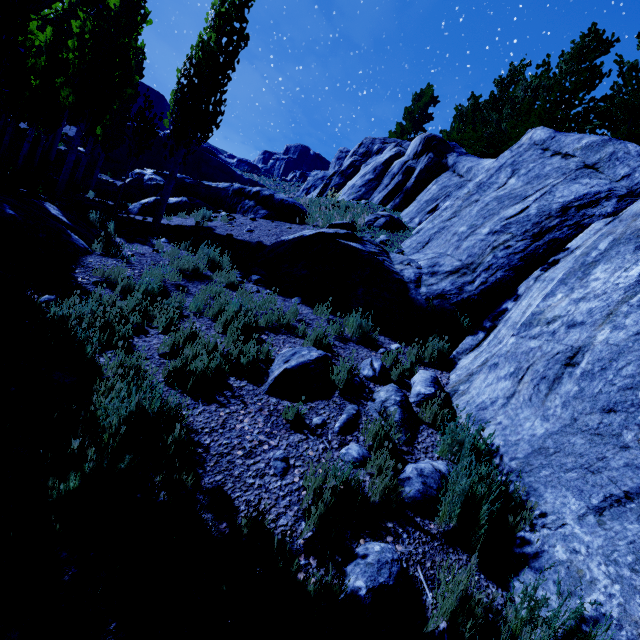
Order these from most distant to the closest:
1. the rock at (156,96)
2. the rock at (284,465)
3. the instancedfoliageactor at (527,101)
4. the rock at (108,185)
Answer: the rock at (156,96) < the rock at (108,185) < the instancedfoliageactor at (527,101) < the rock at (284,465)

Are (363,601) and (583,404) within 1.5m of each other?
no

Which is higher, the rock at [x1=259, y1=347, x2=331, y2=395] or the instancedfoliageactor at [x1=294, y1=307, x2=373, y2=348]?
the instancedfoliageactor at [x1=294, y1=307, x2=373, y2=348]

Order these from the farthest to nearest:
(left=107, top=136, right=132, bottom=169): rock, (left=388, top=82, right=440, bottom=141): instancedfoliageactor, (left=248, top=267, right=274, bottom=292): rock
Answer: (left=388, top=82, right=440, bottom=141): instancedfoliageactor → (left=107, top=136, right=132, bottom=169): rock → (left=248, top=267, right=274, bottom=292): rock

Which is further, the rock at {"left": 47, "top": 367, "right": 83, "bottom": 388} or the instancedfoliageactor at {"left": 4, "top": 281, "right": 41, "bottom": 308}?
the instancedfoliageactor at {"left": 4, "top": 281, "right": 41, "bottom": 308}

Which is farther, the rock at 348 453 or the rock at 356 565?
the rock at 348 453

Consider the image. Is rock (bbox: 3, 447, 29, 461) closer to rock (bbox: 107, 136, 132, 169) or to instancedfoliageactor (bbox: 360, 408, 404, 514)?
instancedfoliageactor (bbox: 360, 408, 404, 514)

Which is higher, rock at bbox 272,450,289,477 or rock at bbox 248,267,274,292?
rock at bbox 248,267,274,292
